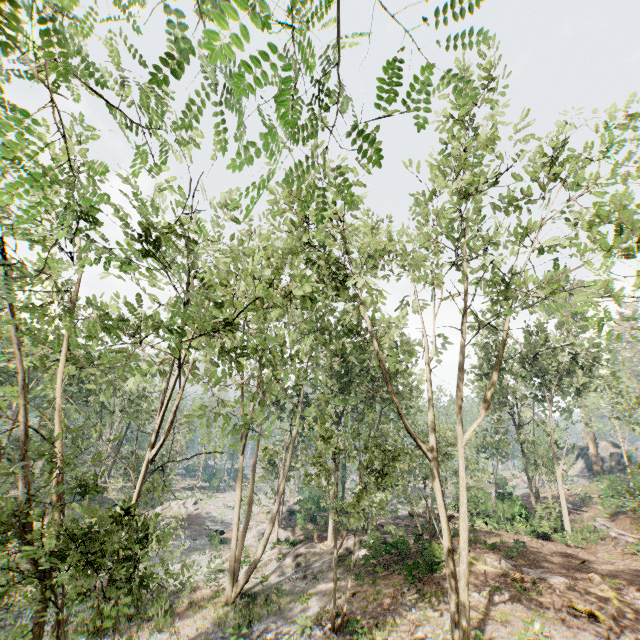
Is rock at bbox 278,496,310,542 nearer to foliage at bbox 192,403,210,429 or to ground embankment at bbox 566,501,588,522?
foliage at bbox 192,403,210,429

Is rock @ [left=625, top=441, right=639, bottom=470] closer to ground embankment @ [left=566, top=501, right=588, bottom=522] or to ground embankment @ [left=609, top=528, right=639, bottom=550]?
ground embankment @ [left=566, top=501, right=588, bottom=522]

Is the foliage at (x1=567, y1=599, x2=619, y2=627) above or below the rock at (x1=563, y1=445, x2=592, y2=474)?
below

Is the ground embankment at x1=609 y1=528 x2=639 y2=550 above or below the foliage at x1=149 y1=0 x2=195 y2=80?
below

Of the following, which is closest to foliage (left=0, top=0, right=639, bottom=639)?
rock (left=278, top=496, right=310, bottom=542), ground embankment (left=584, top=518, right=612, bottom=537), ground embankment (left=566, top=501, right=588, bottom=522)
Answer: rock (left=278, top=496, right=310, bottom=542)

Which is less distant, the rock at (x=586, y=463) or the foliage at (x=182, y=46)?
the foliage at (x=182, y=46)

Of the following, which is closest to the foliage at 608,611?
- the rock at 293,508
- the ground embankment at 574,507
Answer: the rock at 293,508

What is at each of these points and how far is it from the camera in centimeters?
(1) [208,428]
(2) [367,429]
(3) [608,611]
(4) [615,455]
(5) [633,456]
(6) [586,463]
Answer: (1) foliage, 938cm
(2) foliage, 1594cm
(3) foliage, 1268cm
(4) rock, 4966cm
(5) rock, 4772cm
(6) rock, 5425cm
